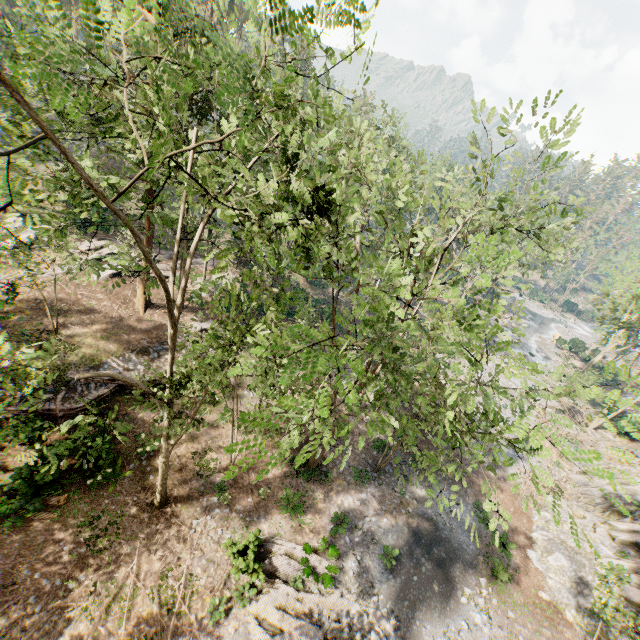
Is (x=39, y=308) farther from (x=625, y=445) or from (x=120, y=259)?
(x=625, y=445)

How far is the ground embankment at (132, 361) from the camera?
19.52m

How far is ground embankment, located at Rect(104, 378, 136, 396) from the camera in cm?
1925

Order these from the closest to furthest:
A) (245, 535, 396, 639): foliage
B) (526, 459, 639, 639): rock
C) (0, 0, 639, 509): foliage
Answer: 1. (0, 0, 639, 509): foliage
2. (245, 535, 396, 639): foliage
3. (526, 459, 639, 639): rock

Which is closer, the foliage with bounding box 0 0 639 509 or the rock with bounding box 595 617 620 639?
the foliage with bounding box 0 0 639 509

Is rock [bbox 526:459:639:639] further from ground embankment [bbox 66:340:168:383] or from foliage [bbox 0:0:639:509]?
ground embankment [bbox 66:340:168:383]

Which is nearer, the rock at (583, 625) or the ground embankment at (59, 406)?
the ground embankment at (59, 406)
